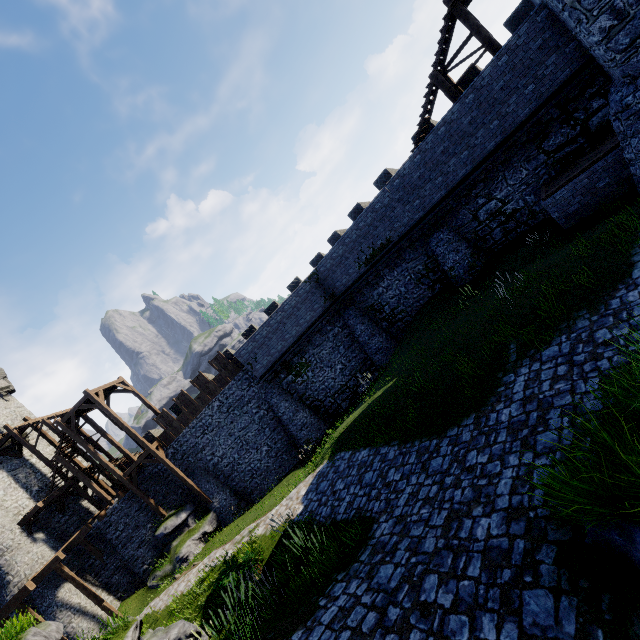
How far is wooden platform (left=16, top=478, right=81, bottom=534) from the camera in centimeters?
2203cm

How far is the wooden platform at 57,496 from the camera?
22.0m

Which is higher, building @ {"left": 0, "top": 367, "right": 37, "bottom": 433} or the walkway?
building @ {"left": 0, "top": 367, "right": 37, "bottom": 433}

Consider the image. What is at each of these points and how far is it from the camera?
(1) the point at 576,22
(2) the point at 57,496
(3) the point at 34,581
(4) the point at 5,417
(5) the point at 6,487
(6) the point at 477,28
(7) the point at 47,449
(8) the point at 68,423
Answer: (1) building, 9.21m
(2) wooden platform, 24.70m
(3) walkway, 20.14m
(4) building, 27.73m
(5) building, 23.77m
(6) stairs, 12.88m
(7) building, 28.33m
(8) stairs, 23.67m

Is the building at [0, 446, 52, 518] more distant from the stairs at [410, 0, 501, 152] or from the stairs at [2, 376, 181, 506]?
the stairs at [410, 0, 501, 152]

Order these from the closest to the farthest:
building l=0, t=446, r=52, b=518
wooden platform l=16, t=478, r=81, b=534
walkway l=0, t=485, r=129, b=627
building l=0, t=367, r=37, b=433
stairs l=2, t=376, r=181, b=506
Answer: walkway l=0, t=485, r=129, b=627 → wooden platform l=16, t=478, r=81, b=534 → stairs l=2, t=376, r=181, b=506 → building l=0, t=446, r=52, b=518 → building l=0, t=367, r=37, b=433

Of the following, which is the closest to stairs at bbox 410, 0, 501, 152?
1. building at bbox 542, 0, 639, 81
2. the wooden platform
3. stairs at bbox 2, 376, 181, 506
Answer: building at bbox 542, 0, 639, 81

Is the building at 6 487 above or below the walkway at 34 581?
above
